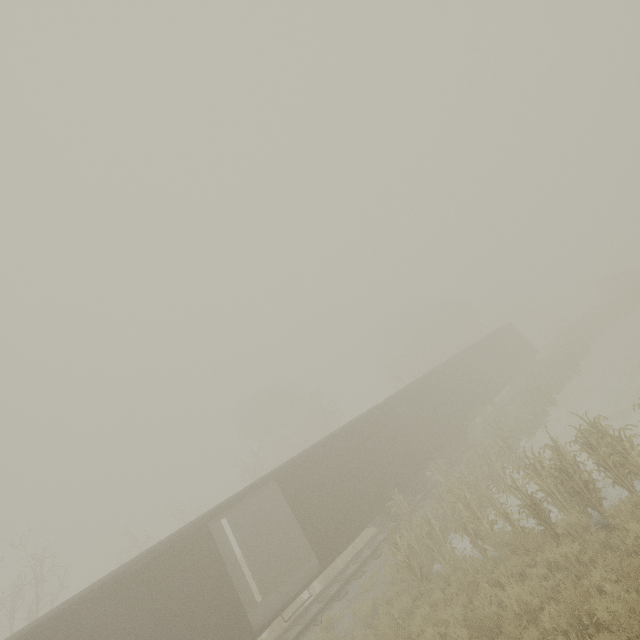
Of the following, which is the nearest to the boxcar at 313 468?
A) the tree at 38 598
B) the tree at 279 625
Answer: the tree at 279 625

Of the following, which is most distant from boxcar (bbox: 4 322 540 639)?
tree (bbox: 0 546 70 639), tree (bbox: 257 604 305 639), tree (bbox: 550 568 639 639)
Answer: tree (bbox: 0 546 70 639)

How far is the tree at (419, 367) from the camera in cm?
3653

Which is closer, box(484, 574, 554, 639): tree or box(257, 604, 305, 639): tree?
box(484, 574, 554, 639): tree

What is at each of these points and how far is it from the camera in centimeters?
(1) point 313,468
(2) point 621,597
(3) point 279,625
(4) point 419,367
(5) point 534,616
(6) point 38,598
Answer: (1) boxcar, 1346cm
(2) tree, 498cm
(3) tree, 1284cm
(4) tree, 3550cm
(5) tree, 595cm
(6) tree, 1575cm

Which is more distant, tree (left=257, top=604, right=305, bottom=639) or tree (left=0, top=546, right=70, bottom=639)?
tree (left=0, top=546, right=70, bottom=639)

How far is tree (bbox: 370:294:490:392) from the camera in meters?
36.5

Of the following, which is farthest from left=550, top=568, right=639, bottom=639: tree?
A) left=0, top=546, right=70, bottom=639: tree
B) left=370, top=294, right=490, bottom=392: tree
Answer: left=0, top=546, right=70, bottom=639: tree
